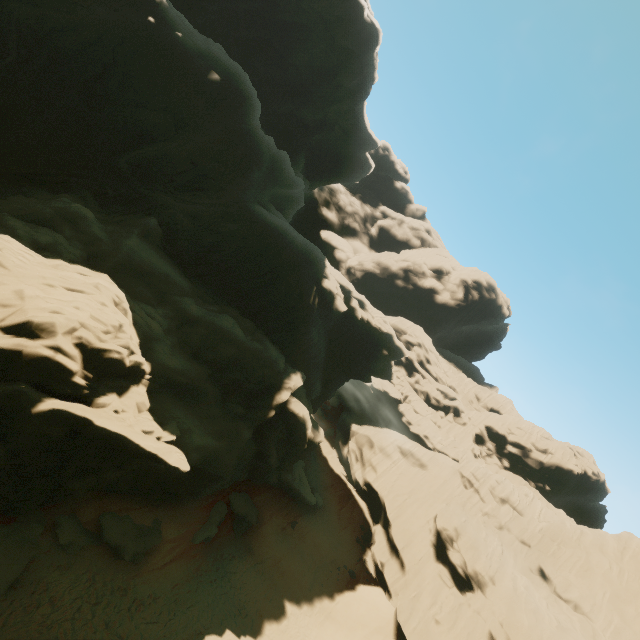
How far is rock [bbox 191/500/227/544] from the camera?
21.60m

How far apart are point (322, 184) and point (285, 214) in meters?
20.6

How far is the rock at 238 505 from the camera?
25.94m

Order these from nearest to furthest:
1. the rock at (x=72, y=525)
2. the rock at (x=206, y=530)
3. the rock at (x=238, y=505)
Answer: the rock at (x=72, y=525)
the rock at (x=206, y=530)
the rock at (x=238, y=505)

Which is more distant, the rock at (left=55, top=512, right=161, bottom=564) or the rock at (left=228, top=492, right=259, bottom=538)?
the rock at (left=228, top=492, right=259, bottom=538)
